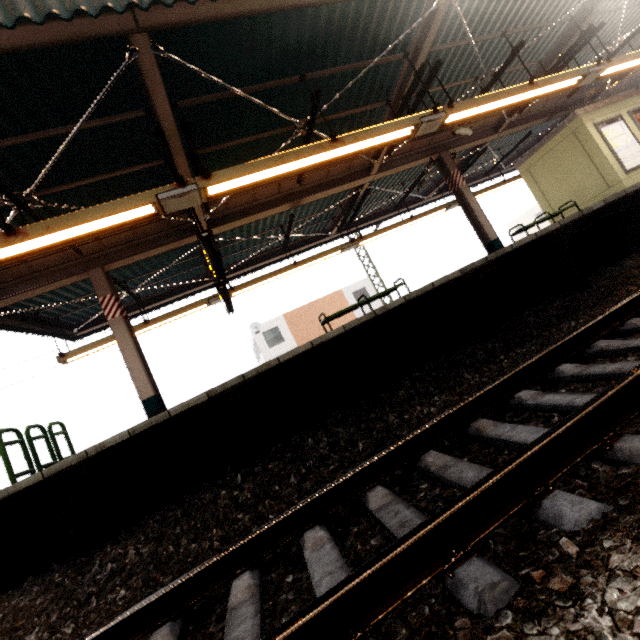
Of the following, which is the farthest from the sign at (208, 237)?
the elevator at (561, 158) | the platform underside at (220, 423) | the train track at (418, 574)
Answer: the elevator at (561, 158)

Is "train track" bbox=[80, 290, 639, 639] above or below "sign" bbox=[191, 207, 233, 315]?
below

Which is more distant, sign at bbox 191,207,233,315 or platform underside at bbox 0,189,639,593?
sign at bbox 191,207,233,315

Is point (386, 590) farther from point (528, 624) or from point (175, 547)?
point (175, 547)

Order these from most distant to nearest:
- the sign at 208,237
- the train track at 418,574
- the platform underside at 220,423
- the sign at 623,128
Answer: the sign at 623,128 → the sign at 208,237 → the platform underside at 220,423 → the train track at 418,574

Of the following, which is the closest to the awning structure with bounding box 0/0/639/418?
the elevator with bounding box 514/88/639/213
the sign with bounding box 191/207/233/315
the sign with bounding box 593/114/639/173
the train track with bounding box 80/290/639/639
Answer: the sign with bounding box 191/207/233/315

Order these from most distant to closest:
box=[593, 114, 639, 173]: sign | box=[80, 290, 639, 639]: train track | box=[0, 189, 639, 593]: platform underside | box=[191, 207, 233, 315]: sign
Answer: box=[593, 114, 639, 173]: sign → box=[191, 207, 233, 315]: sign → box=[0, 189, 639, 593]: platform underside → box=[80, 290, 639, 639]: train track

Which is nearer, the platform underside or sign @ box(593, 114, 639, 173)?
the platform underside
